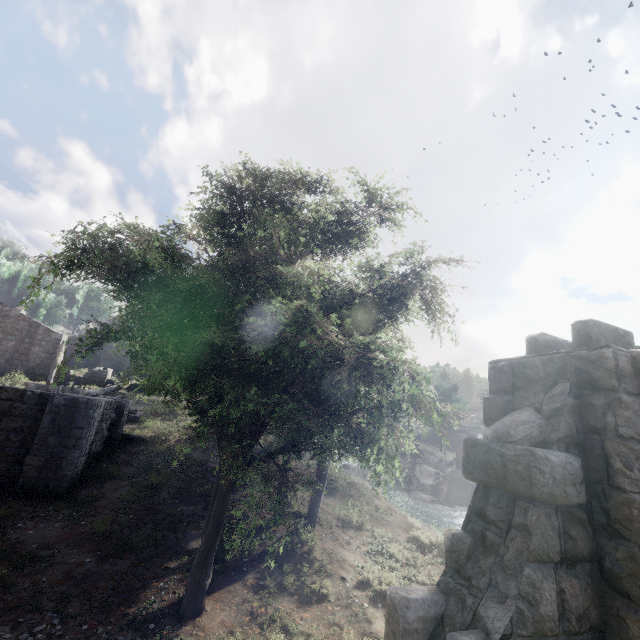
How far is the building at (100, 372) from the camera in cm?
2817

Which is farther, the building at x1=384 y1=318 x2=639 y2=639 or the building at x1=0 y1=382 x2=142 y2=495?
the building at x1=0 y1=382 x2=142 y2=495

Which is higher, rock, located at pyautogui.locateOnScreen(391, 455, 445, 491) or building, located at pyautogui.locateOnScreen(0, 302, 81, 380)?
building, located at pyautogui.locateOnScreen(0, 302, 81, 380)

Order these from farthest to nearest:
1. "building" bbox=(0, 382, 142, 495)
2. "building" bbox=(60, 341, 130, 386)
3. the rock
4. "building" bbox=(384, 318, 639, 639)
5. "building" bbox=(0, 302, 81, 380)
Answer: the rock, "building" bbox=(60, 341, 130, 386), "building" bbox=(0, 302, 81, 380), "building" bbox=(0, 382, 142, 495), "building" bbox=(384, 318, 639, 639)

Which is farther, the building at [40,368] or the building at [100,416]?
the building at [40,368]

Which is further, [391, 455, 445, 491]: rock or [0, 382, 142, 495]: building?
[391, 455, 445, 491]: rock

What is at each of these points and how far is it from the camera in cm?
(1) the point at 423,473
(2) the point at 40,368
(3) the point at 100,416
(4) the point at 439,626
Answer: (1) rock, 4400
(2) building, 2753
(3) building, 1334
(4) building, 239

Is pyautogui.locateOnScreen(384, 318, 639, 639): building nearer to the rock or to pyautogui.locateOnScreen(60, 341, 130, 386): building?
pyautogui.locateOnScreen(60, 341, 130, 386): building
